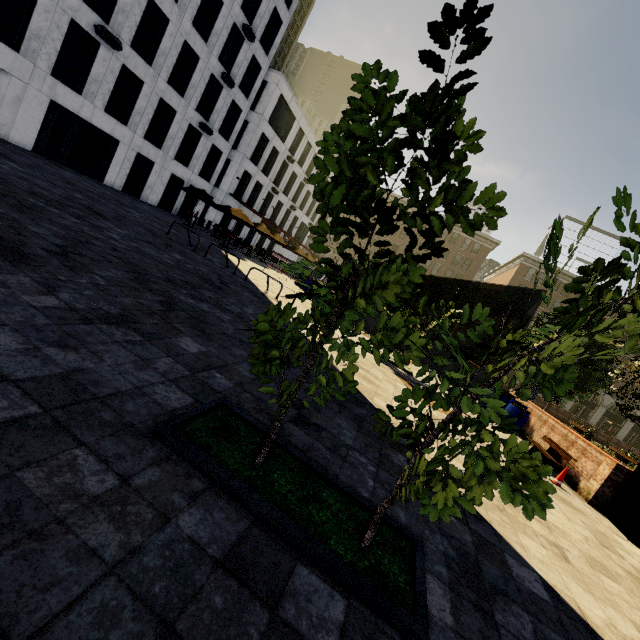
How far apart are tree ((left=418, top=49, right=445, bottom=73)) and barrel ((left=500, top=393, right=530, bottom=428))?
13.1 meters

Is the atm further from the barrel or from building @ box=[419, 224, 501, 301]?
building @ box=[419, 224, 501, 301]

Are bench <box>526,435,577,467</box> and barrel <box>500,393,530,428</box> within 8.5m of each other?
yes

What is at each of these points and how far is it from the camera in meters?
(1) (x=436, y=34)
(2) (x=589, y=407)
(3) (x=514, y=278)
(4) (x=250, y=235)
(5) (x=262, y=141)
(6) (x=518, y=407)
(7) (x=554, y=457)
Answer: (1) tree, 1.5
(2) building, 50.0
(3) building, 52.5
(4) building, 39.8
(5) building, 33.0
(6) barrel, 12.0
(7) bench, 9.3

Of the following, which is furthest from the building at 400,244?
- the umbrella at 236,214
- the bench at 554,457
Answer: the umbrella at 236,214

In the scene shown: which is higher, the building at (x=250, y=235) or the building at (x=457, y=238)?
the building at (x=457, y=238)

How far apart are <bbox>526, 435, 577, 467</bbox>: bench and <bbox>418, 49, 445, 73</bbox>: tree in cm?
1039

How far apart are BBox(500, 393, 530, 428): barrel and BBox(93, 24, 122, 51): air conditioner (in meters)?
26.28
